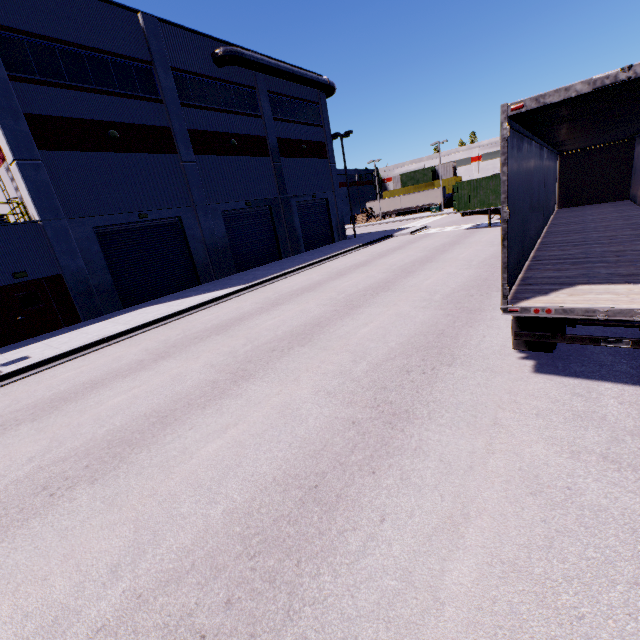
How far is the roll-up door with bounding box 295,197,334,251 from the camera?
29.3 meters

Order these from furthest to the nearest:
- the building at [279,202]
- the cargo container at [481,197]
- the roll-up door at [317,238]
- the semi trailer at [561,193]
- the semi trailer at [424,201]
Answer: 1. the semi trailer at [424,201]
2. the roll-up door at [317,238]
3. the cargo container at [481,197]
4. the building at [279,202]
5. the semi trailer at [561,193]

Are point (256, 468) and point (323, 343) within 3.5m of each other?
no

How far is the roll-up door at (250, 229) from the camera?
23.34m

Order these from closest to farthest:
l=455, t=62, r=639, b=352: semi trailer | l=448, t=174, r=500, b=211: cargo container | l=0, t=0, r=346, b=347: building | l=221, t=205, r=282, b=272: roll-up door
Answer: l=455, t=62, r=639, b=352: semi trailer → l=0, t=0, r=346, b=347: building → l=448, t=174, r=500, b=211: cargo container → l=221, t=205, r=282, b=272: roll-up door

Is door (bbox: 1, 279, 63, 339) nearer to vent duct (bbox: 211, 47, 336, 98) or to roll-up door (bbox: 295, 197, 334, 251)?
roll-up door (bbox: 295, 197, 334, 251)

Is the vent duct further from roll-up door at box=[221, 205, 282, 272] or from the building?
roll-up door at box=[221, 205, 282, 272]

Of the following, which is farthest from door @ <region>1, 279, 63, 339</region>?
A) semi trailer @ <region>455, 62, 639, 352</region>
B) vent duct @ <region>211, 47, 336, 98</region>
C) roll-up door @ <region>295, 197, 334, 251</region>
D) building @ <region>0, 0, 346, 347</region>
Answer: vent duct @ <region>211, 47, 336, 98</region>
